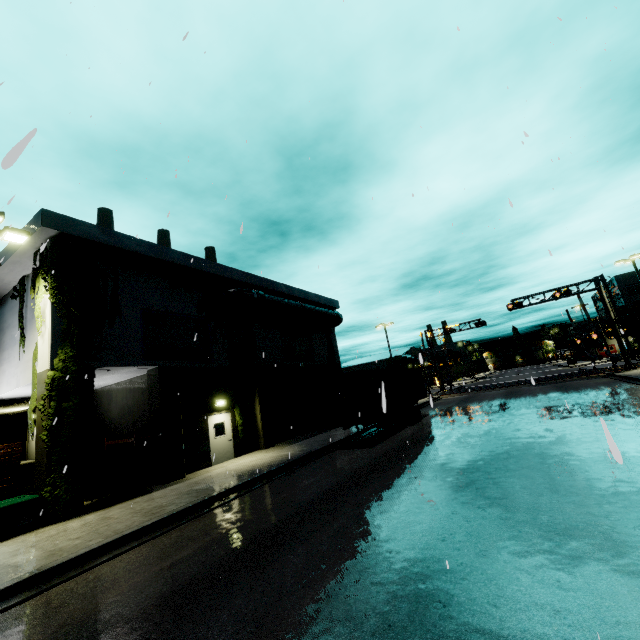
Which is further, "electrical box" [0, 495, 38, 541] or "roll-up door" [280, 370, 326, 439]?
"roll-up door" [280, 370, 326, 439]

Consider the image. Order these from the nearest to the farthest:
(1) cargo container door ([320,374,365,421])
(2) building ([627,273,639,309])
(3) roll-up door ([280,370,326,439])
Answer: (1) cargo container door ([320,374,365,421]) < (3) roll-up door ([280,370,326,439]) < (2) building ([627,273,639,309])

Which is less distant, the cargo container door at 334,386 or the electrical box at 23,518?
the electrical box at 23,518

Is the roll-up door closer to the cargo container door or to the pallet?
the cargo container door

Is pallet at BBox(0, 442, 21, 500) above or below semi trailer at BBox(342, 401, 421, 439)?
above

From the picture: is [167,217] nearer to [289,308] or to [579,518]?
[579,518]

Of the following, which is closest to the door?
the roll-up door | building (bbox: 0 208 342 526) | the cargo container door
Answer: building (bbox: 0 208 342 526)

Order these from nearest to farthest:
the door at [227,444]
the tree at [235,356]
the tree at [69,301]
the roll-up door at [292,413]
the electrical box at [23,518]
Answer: the electrical box at [23,518] → the tree at [69,301] → the door at [227,444] → the tree at [235,356] → the roll-up door at [292,413]
